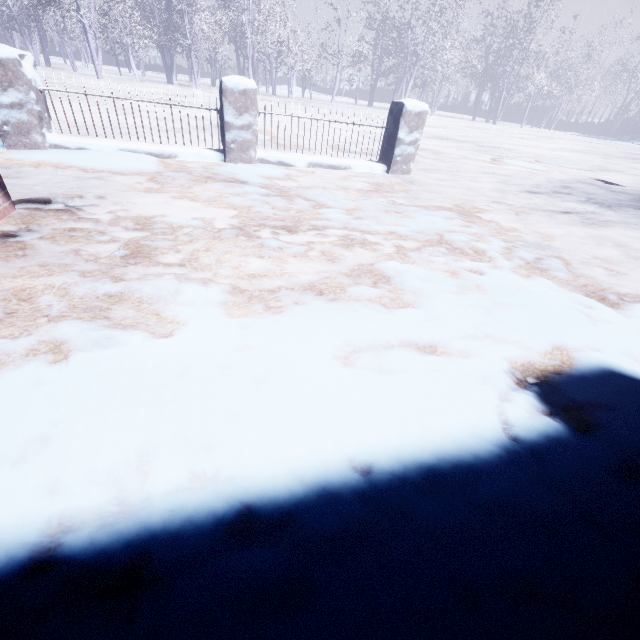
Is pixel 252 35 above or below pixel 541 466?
above
